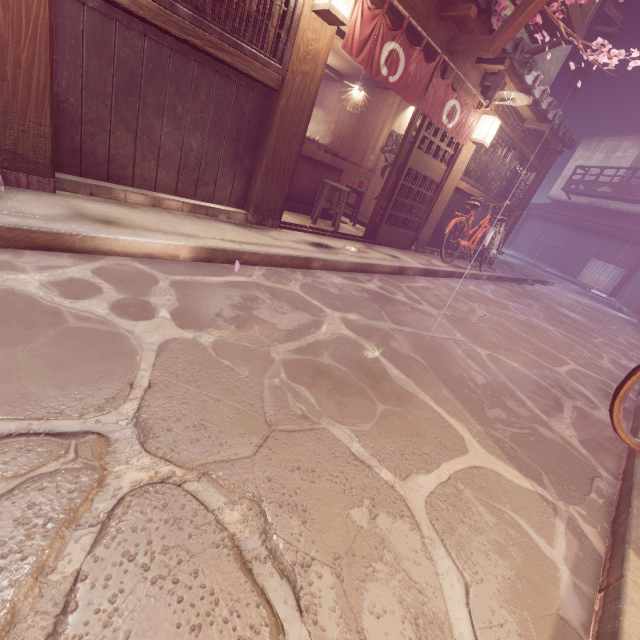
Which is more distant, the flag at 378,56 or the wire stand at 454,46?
the wire stand at 454,46

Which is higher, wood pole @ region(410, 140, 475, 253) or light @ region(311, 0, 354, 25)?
light @ region(311, 0, 354, 25)

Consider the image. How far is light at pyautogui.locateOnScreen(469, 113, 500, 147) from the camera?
10.24m

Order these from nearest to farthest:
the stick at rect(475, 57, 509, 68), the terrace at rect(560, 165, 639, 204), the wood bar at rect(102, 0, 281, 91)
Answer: the wood bar at rect(102, 0, 281, 91) → the stick at rect(475, 57, 509, 68) → the terrace at rect(560, 165, 639, 204)

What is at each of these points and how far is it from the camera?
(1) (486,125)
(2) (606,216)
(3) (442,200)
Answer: (1) light, 10.32m
(2) house, 34.66m
(3) wood pole, 11.70m

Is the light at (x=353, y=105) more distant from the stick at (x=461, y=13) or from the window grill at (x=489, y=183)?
the window grill at (x=489, y=183)

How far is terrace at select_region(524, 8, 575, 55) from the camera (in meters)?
11.49

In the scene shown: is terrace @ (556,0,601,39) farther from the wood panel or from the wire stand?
the wood panel
